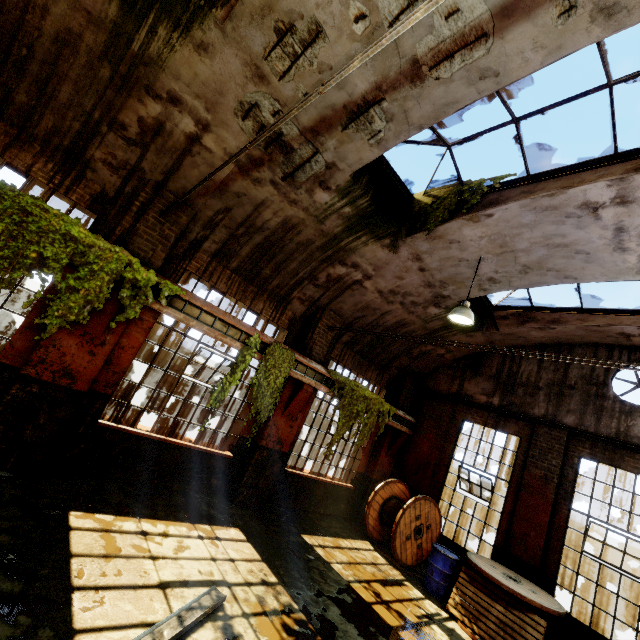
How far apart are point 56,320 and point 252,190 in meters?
4.2 m

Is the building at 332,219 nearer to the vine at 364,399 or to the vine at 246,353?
the vine at 364,399

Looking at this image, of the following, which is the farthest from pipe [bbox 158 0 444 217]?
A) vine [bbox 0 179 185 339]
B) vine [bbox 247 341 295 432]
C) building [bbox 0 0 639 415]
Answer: vine [bbox 247 341 295 432]

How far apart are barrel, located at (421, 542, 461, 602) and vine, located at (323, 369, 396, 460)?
2.96m

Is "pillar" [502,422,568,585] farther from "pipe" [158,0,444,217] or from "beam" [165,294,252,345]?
"pipe" [158,0,444,217]

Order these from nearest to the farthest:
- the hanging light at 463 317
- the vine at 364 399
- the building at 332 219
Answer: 1. the building at 332 219
2. the hanging light at 463 317
3. the vine at 364 399

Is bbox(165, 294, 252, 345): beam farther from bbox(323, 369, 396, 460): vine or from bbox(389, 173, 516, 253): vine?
bbox(389, 173, 516, 253): vine

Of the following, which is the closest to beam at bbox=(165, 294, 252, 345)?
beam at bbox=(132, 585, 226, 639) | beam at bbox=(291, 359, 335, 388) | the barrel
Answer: beam at bbox=(291, 359, 335, 388)
